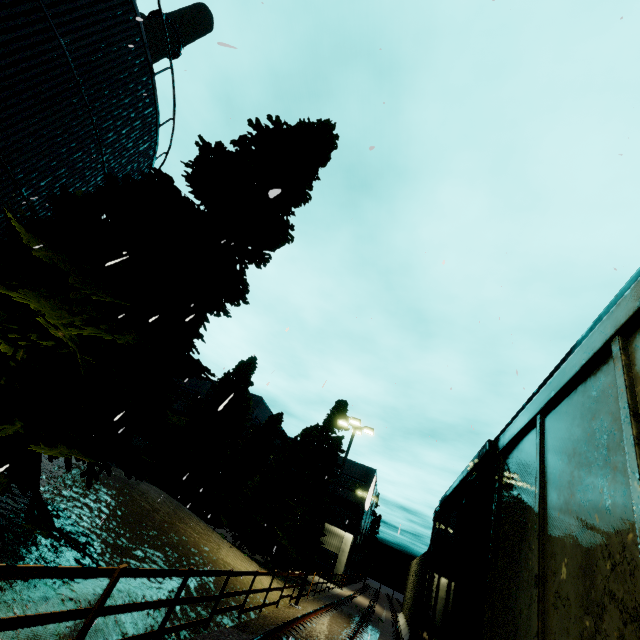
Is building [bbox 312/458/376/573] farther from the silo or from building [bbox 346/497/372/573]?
building [bbox 346/497/372/573]

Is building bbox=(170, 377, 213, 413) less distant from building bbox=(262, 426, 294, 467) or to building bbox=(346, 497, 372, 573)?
building bbox=(262, 426, 294, 467)

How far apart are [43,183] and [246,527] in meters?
25.2

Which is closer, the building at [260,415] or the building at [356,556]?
the building at [260,415]

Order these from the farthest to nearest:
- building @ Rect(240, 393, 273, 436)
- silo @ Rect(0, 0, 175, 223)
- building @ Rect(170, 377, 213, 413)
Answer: building @ Rect(170, 377, 213, 413) < building @ Rect(240, 393, 273, 436) < silo @ Rect(0, 0, 175, 223)

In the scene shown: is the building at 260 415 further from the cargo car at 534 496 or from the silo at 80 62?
the cargo car at 534 496

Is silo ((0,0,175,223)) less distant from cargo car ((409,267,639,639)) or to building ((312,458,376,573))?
cargo car ((409,267,639,639))

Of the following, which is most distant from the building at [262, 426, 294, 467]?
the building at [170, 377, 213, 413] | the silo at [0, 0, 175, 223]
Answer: the silo at [0, 0, 175, 223]
